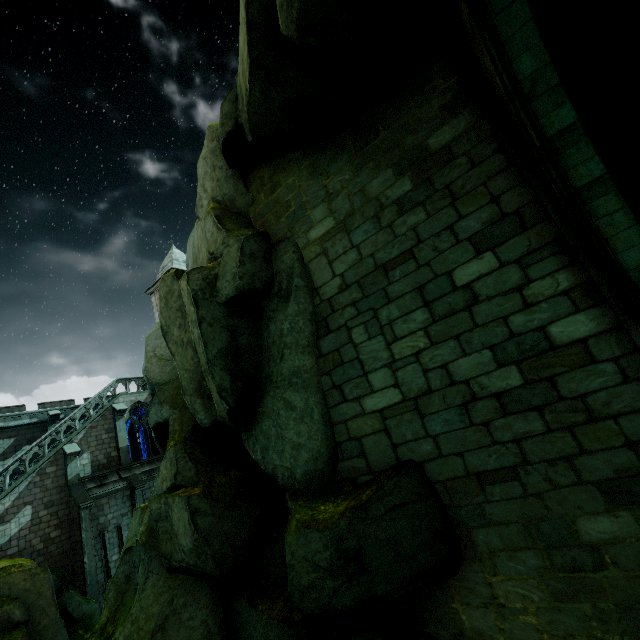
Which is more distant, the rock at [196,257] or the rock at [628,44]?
the rock at [196,257]

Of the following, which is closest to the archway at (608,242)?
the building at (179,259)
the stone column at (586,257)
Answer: the stone column at (586,257)

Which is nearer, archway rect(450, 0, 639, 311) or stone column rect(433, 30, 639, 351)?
archway rect(450, 0, 639, 311)

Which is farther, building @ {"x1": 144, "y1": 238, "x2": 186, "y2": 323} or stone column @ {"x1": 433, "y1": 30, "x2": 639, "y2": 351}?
building @ {"x1": 144, "y1": 238, "x2": 186, "y2": 323}

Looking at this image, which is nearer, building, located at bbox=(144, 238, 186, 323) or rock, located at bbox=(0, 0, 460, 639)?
rock, located at bbox=(0, 0, 460, 639)

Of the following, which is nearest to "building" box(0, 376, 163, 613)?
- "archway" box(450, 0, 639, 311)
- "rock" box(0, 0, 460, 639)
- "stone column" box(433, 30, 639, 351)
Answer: "rock" box(0, 0, 460, 639)

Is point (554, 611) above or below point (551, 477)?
below

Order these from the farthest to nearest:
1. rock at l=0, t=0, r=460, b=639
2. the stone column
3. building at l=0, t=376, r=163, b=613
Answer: building at l=0, t=376, r=163, b=613, rock at l=0, t=0, r=460, b=639, the stone column
